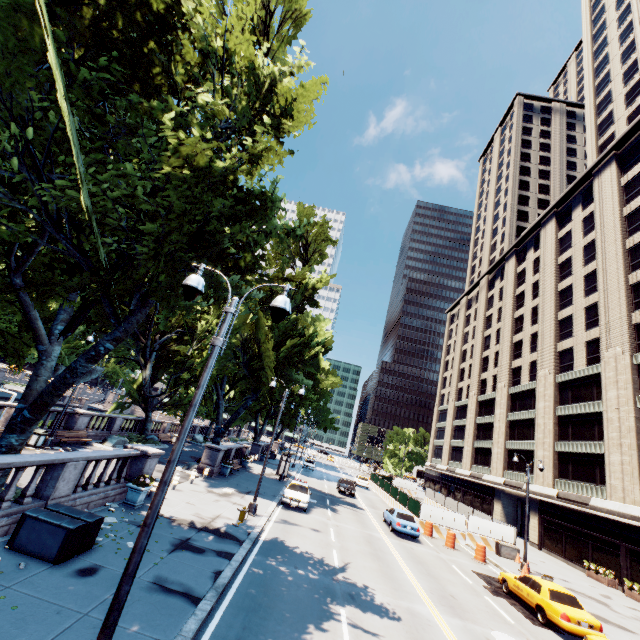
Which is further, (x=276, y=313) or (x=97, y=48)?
(x=97, y=48)

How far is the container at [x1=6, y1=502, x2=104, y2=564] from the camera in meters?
8.4 m

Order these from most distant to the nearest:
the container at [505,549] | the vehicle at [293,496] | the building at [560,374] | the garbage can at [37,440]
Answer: the building at [560,374] → the container at [505,549] → the vehicle at [293,496] → the garbage can at [37,440]

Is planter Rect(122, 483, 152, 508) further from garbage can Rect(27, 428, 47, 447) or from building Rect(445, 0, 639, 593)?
building Rect(445, 0, 639, 593)

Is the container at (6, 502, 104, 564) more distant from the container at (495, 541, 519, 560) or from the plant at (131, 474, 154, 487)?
the container at (495, 541, 519, 560)

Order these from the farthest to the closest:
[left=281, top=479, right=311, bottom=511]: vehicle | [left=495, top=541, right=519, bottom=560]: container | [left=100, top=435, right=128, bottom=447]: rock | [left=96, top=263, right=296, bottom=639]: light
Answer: [left=100, top=435, right=128, bottom=447]: rock
[left=495, top=541, right=519, bottom=560]: container
[left=281, top=479, right=311, bottom=511]: vehicle
[left=96, top=263, right=296, bottom=639]: light

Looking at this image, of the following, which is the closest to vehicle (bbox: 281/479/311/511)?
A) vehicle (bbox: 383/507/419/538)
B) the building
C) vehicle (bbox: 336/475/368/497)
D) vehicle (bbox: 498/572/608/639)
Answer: vehicle (bbox: 383/507/419/538)

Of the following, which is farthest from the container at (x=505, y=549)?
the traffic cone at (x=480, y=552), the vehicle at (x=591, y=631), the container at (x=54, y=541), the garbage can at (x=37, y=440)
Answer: the garbage can at (x=37, y=440)
